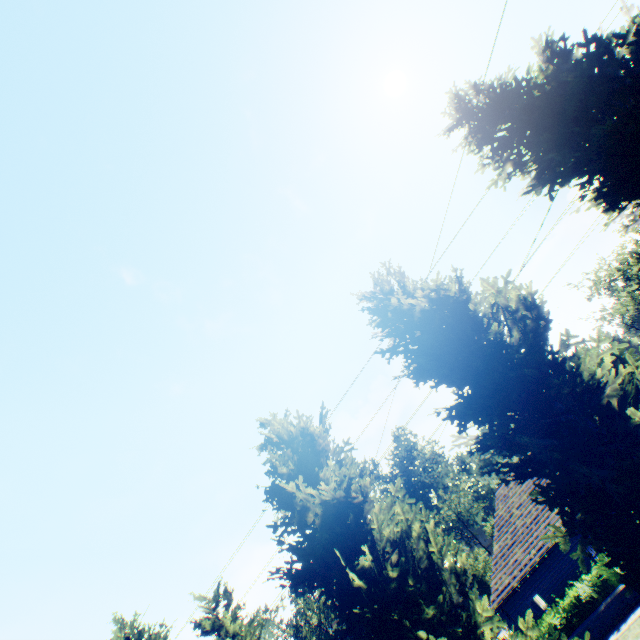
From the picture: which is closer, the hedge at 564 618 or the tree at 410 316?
the tree at 410 316

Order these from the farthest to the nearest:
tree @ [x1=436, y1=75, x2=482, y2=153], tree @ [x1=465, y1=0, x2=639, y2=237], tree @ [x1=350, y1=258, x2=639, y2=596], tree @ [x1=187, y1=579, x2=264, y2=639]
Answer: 1. tree @ [x1=187, y1=579, x2=264, y2=639]
2. tree @ [x1=436, y1=75, x2=482, y2=153]
3. tree @ [x1=465, y1=0, x2=639, y2=237]
4. tree @ [x1=350, y1=258, x2=639, y2=596]

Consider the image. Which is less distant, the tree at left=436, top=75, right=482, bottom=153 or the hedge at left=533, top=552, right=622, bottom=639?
the tree at left=436, top=75, right=482, bottom=153

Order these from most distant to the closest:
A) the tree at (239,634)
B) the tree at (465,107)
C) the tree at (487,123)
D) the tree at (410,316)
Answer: the tree at (239,634) < the tree at (465,107) < the tree at (487,123) < the tree at (410,316)

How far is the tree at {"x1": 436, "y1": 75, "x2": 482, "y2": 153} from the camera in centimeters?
853cm

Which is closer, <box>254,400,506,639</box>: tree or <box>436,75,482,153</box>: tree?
<box>254,400,506,639</box>: tree

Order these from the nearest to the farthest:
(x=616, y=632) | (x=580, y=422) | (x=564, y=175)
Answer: (x=580, y=422), (x=564, y=175), (x=616, y=632)
